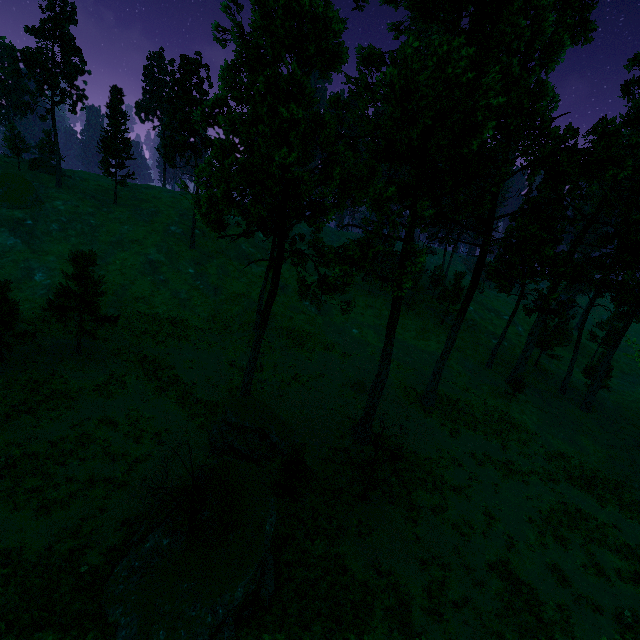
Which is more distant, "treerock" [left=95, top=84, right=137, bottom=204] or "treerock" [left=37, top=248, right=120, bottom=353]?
"treerock" [left=95, top=84, right=137, bottom=204]

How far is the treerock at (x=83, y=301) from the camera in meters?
24.1 m

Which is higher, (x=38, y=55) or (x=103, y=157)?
(x=38, y=55)

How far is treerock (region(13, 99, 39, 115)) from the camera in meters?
41.2

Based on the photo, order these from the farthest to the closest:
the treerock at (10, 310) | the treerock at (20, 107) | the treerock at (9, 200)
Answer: the treerock at (20, 107), the treerock at (9, 200), the treerock at (10, 310)

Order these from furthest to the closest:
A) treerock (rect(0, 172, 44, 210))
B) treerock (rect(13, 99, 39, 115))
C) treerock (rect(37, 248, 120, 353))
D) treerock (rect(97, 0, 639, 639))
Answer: treerock (rect(13, 99, 39, 115)), treerock (rect(0, 172, 44, 210)), treerock (rect(37, 248, 120, 353)), treerock (rect(97, 0, 639, 639))

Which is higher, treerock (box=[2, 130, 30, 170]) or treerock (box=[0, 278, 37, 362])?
treerock (box=[2, 130, 30, 170])
